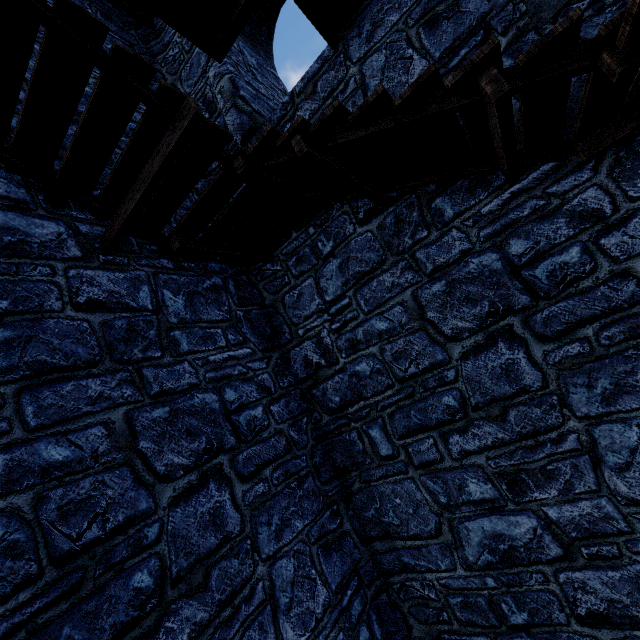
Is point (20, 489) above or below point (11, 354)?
below
